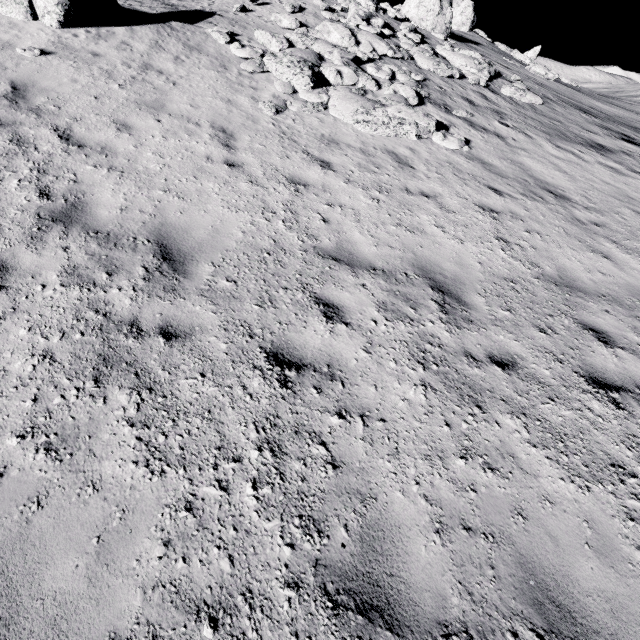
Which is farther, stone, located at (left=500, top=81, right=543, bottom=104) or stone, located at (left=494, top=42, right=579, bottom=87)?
stone, located at (left=494, top=42, right=579, bottom=87)

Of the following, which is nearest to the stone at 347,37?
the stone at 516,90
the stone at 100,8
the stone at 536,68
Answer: the stone at 516,90

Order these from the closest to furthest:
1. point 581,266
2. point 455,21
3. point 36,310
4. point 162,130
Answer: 1. point 36,310
2. point 581,266
3. point 162,130
4. point 455,21

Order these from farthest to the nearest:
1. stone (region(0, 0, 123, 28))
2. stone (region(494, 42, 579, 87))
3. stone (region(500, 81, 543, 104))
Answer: stone (region(494, 42, 579, 87))
stone (region(500, 81, 543, 104))
stone (region(0, 0, 123, 28))

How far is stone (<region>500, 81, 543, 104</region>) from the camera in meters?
13.7 m

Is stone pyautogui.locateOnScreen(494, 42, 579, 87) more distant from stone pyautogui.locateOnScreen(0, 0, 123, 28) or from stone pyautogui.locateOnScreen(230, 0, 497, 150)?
stone pyautogui.locateOnScreen(0, 0, 123, 28)

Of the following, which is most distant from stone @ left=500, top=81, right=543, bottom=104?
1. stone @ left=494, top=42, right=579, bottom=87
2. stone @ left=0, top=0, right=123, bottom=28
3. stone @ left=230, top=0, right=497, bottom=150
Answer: stone @ left=494, top=42, right=579, bottom=87

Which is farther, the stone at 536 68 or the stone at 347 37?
the stone at 536 68
